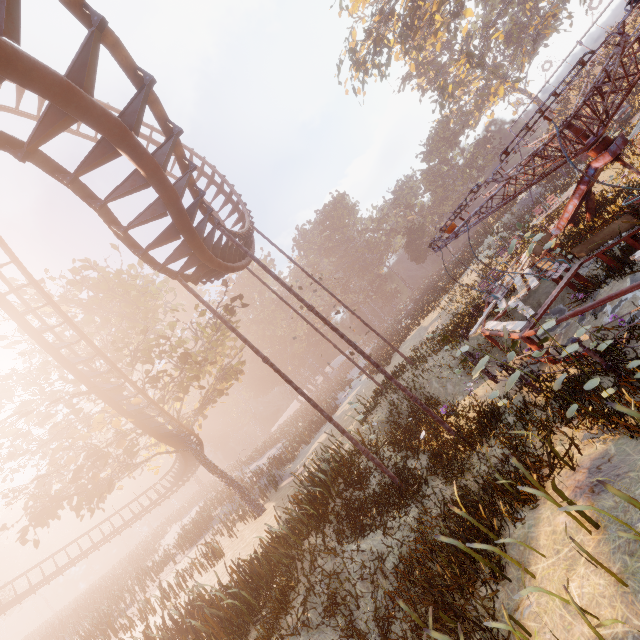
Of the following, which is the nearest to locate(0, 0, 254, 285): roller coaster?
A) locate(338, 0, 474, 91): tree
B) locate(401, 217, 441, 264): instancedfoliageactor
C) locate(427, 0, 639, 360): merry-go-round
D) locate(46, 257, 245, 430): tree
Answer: locate(46, 257, 245, 430): tree

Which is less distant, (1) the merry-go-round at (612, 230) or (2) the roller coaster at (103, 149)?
(2) the roller coaster at (103, 149)

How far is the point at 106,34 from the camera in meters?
4.7 m

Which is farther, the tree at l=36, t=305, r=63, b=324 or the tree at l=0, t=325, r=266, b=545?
the tree at l=36, t=305, r=63, b=324

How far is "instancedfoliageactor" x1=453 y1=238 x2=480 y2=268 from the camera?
25.8m

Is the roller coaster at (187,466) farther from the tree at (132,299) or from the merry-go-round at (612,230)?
the merry-go-round at (612,230)

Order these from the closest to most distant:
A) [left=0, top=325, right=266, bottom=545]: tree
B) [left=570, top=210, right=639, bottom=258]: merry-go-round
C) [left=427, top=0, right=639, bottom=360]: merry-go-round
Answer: [left=427, top=0, right=639, bottom=360]: merry-go-round < [left=570, top=210, right=639, bottom=258]: merry-go-round < [left=0, top=325, right=266, bottom=545]: tree

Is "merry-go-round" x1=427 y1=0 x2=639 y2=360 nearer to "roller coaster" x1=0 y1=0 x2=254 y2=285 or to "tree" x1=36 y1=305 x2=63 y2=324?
"roller coaster" x1=0 y1=0 x2=254 y2=285
